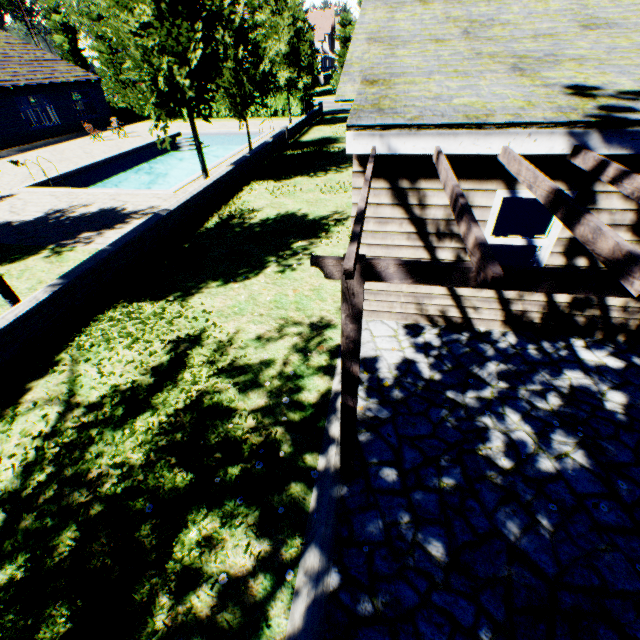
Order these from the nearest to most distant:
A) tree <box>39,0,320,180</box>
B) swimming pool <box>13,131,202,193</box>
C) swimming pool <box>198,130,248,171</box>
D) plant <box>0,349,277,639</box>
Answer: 1. plant <box>0,349,277,639</box>
2. tree <box>39,0,320,180</box>
3. swimming pool <box>13,131,202,193</box>
4. swimming pool <box>198,130,248,171</box>

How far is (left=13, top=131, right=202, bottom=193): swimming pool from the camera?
14.4m

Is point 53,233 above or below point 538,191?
below

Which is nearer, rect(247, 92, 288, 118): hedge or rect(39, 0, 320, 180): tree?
rect(39, 0, 320, 180): tree

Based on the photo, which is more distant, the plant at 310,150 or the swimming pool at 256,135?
the swimming pool at 256,135

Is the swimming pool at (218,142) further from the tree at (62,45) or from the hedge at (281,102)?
the hedge at (281,102)

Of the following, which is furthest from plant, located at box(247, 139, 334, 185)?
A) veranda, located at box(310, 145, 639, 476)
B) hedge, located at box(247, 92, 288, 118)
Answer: veranda, located at box(310, 145, 639, 476)
